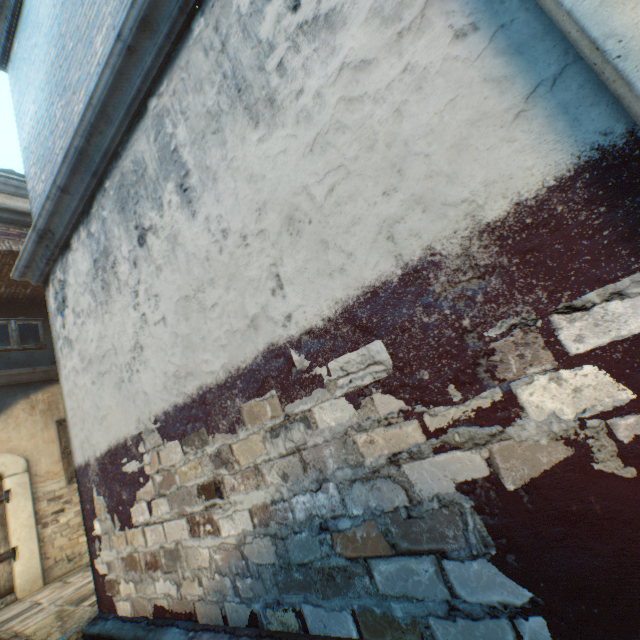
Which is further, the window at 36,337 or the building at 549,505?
the window at 36,337

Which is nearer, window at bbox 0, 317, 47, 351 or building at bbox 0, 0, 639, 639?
building at bbox 0, 0, 639, 639

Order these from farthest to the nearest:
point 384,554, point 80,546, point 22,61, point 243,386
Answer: point 80,546, point 22,61, point 243,386, point 384,554
